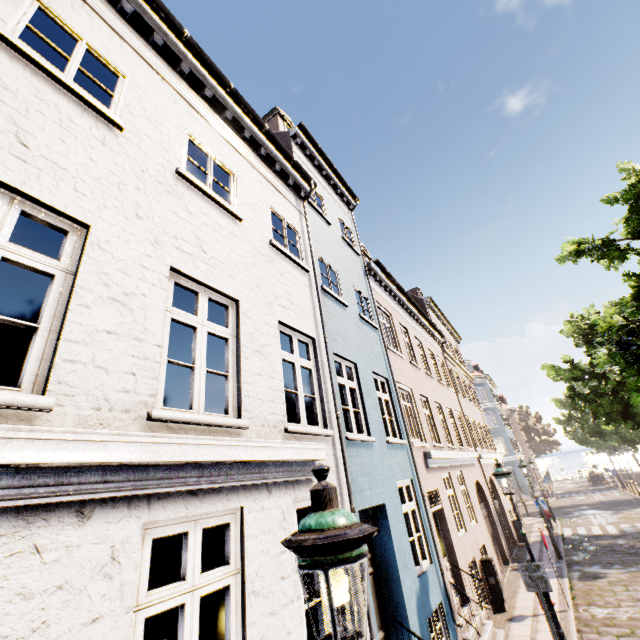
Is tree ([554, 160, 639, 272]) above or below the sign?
above

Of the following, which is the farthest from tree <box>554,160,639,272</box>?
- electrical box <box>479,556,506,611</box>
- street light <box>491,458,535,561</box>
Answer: electrical box <box>479,556,506,611</box>

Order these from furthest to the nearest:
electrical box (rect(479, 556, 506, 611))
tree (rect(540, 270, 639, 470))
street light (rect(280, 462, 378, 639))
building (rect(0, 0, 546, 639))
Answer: electrical box (rect(479, 556, 506, 611)) < tree (rect(540, 270, 639, 470)) < building (rect(0, 0, 546, 639)) < street light (rect(280, 462, 378, 639))

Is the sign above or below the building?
below

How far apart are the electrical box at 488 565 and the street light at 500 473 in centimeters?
315cm

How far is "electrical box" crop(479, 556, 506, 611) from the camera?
9.63m

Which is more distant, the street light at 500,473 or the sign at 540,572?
the street light at 500,473

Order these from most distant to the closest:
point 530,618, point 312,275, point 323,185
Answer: point 323,185, point 530,618, point 312,275
